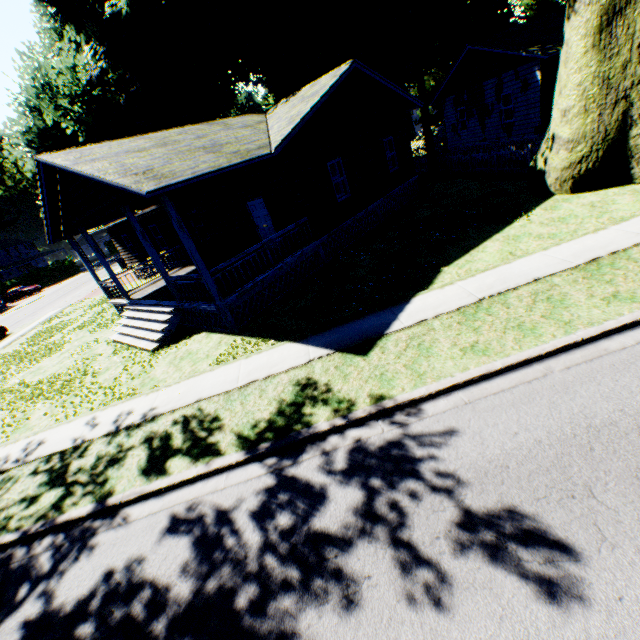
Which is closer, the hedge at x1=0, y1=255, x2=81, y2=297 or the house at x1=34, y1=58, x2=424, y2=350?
the house at x1=34, y1=58, x2=424, y2=350

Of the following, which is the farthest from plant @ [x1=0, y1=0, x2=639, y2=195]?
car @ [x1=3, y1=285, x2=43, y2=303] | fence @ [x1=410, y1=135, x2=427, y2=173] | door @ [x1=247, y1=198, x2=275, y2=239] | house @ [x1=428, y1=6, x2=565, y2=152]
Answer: car @ [x1=3, y1=285, x2=43, y2=303]

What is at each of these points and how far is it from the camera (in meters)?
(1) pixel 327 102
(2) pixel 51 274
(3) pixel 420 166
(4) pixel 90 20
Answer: (1) house, 12.75
(2) hedge, 50.91
(3) fence, 25.95
(4) plant, 18.91

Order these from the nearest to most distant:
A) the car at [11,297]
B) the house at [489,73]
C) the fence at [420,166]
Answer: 1. the house at [489,73]
2. the fence at [420,166]
3. the car at [11,297]

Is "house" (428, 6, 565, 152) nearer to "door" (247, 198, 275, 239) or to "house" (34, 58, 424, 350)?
"house" (34, 58, 424, 350)

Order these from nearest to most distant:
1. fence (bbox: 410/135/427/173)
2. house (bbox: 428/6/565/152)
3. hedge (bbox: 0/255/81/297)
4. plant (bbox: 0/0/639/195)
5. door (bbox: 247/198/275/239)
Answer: plant (bbox: 0/0/639/195) → door (bbox: 247/198/275/239) → house (bbox: 428/6/565/152) → fence (bbox: 410/135/427/173) → hedge (bbox: 0/255/81/297)

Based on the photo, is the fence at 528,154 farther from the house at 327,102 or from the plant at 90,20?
the house at 327,102

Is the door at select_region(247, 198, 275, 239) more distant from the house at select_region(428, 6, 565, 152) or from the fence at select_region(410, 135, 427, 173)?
the house at select_region(428, 6, 565, 152)
